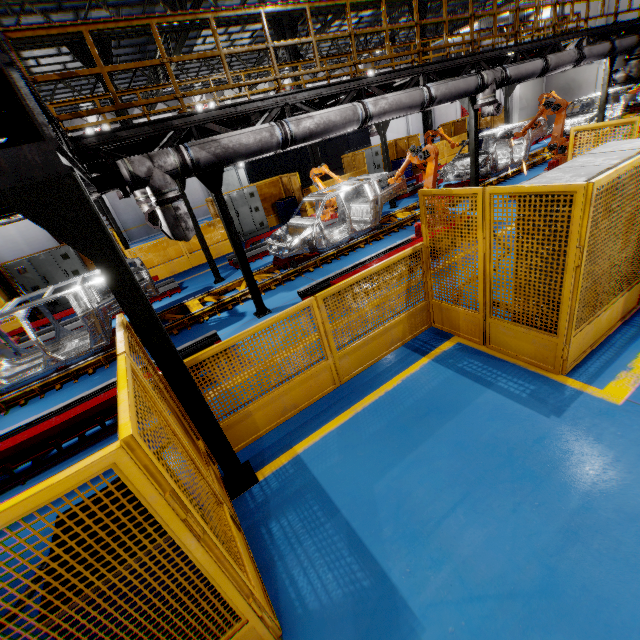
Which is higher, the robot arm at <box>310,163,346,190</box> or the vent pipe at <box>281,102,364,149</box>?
the vent pipe at <box>281,102,364,149</box>

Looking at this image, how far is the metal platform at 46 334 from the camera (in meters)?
9.28

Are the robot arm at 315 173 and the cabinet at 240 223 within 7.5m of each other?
yes

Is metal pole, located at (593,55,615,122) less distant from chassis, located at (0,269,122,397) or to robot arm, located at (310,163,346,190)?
chassis, located at (0,269,122,397)

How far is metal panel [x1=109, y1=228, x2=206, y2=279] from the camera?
12.51m

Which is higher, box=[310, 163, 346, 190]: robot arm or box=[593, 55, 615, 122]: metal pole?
box=[593, 55, 615, 122]: metal pole

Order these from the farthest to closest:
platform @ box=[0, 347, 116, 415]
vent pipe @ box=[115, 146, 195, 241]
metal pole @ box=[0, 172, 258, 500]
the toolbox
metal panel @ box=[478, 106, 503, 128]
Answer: metal panel @ box=[478, 106, 503, 128]
the toolbox
platform @ box=[0, 347, 116, 415]
vent pipe @ box=[115, 146, 195, 241]
metal pole @ box=[0, 172, 258, 500]

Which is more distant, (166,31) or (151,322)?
(166,31)
